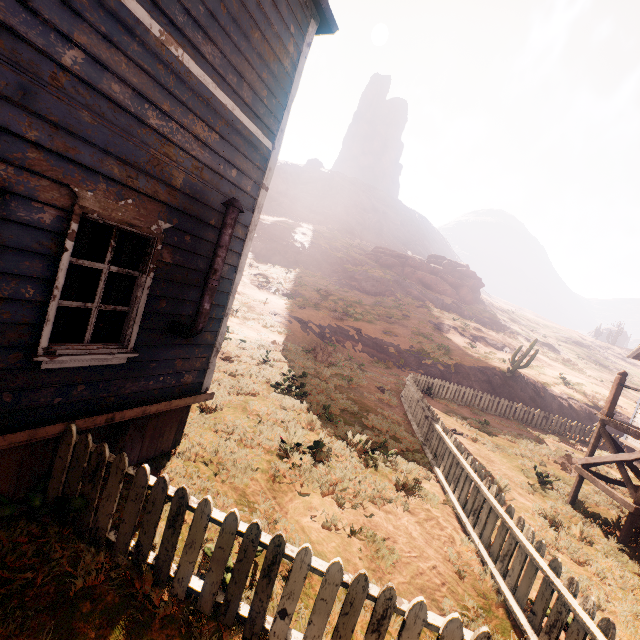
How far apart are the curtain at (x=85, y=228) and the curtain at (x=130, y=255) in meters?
0.4

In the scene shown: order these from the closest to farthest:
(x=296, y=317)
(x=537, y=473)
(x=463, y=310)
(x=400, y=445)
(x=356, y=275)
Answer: (x=400, y=445) < (x=537, y=473) < (x=296, y=317) < (x=356, y=275) < (x=463, y=310)

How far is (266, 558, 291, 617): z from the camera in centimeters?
320cm

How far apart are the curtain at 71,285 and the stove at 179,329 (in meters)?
1.11

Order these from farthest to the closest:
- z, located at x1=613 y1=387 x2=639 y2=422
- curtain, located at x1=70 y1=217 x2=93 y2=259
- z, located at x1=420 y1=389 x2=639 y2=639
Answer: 1. z, located at x1=613 y1=387 x2=639 y2=422
2. z, located at x1=420 y1=389 x2=639 y2=639
3. curtain, located at x1=70 y1=217 x2=93 y2=259

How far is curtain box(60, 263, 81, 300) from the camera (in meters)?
3.18

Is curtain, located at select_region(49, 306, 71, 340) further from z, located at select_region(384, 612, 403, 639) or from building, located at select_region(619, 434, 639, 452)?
z, located at select_region(384, 612, 403, 639)

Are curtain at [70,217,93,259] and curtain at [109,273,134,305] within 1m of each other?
yes
